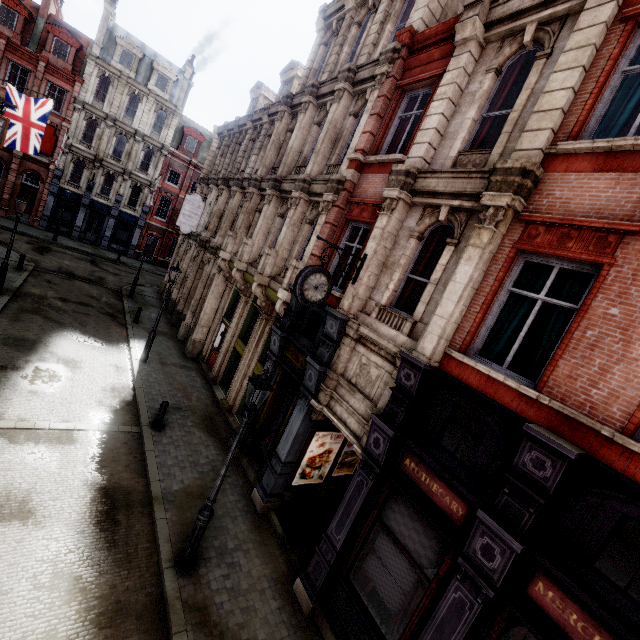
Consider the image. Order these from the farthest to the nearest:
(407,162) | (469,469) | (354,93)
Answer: (354,93)
(407,162)
(469,469)

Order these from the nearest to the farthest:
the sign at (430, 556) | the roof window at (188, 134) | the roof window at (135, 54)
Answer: the sign at (430, 556), the roof window at (135, 54), the roof window at (188, 134)

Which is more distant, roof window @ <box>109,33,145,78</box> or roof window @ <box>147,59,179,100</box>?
roof window @ <box>147,59,179,100</box>

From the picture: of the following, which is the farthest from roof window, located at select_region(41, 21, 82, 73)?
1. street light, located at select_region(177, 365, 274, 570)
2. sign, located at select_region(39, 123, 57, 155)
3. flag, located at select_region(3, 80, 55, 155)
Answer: street light, located at select_region(177, 365, 274, 570)

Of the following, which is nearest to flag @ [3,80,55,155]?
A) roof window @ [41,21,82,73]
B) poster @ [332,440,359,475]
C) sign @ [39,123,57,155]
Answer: sign @ [39,123,57,155]

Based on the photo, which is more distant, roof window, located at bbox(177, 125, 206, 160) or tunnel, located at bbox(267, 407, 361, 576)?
roof window, located at bbox(177, 125, 206, 160)

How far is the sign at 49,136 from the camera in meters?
28.2 m

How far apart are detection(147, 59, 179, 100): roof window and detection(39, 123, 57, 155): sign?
9.16m
